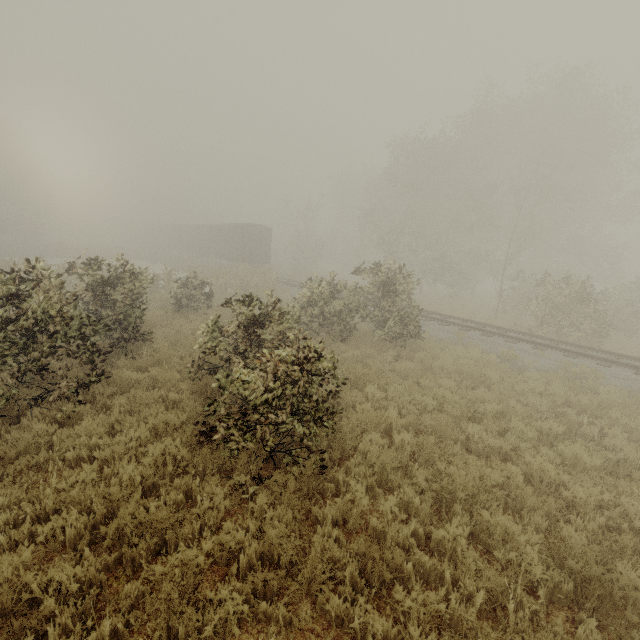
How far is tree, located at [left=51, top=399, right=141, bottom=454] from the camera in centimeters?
545cm

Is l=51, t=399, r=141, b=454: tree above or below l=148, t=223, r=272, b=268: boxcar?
below

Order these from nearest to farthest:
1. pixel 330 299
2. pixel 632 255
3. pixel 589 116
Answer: pixel 330 299
pixel 589 116
pixel 632 255

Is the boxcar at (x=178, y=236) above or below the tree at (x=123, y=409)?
above

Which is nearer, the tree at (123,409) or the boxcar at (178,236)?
the tree at (123,409)

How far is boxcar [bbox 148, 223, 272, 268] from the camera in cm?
3155

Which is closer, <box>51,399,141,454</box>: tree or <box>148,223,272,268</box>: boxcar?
<box>51,399,141,454</box>: tree
